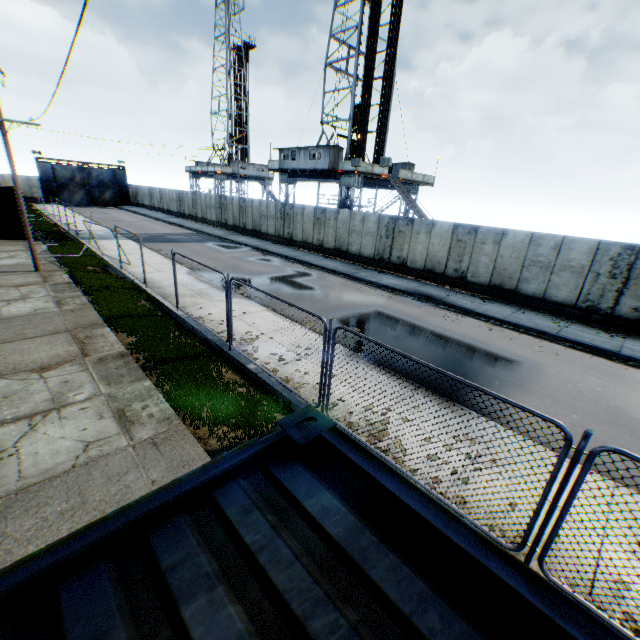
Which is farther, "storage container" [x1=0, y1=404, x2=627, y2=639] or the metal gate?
the metal gate

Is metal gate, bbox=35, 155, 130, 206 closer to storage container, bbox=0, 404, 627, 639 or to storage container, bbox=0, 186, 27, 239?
storage container, bbox=0, 186, 27, 239

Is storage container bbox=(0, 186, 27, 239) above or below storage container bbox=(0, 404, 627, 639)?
below

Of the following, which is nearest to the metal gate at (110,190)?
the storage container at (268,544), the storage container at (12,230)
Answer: the storage container at (12,230)

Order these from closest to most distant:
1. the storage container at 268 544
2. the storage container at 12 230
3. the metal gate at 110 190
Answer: the storage container at 268 544 → the storage container at 12 230 → the metal gate at 110 190

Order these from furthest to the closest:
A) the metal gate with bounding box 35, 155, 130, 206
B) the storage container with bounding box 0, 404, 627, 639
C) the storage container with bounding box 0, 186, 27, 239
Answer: the metal gate with bounding box 35, 155, 130, 206
the storage container with bounding box 0, 186, 27, 239
the storage container with bounding box 0, 404, 627, 639

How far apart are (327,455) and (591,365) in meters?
12.2
